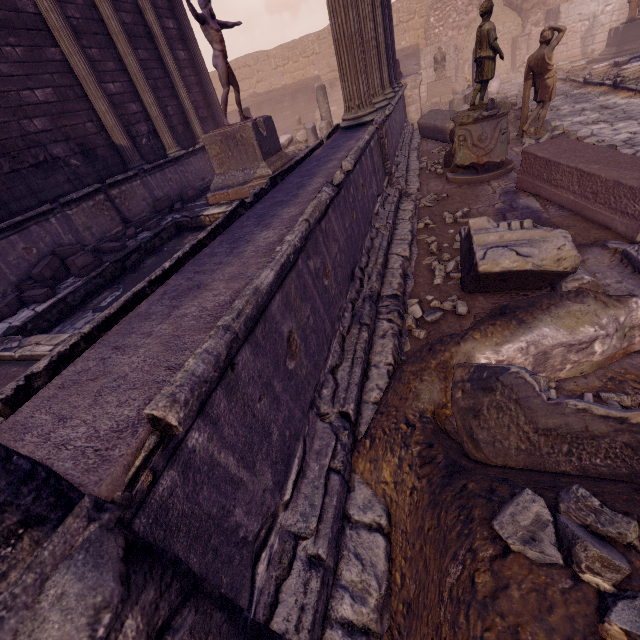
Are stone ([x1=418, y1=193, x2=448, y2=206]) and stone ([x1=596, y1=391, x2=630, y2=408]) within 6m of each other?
yes

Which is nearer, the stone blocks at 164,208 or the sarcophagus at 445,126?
the stone blocks at 164,208

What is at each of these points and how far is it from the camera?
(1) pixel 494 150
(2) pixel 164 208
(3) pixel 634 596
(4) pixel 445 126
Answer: (1) column base, 5.6m
(2) stone blocks, 8.4m
(3) stone, 0.9m
(4) sarcophagus, 8.6m

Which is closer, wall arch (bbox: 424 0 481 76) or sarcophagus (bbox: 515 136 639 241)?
sarcophagus (bbox: 515 136 639 241)

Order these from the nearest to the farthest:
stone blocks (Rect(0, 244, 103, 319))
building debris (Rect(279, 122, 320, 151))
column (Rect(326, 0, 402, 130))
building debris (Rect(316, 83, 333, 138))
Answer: column (Rect(326, 0, 402, 130)) < stone blocks (Rect(0, 244, 103, 319)) < building debris (Rect(316, 83, 333, 138)) < building debris (Rect(279, 122, 320, 151))

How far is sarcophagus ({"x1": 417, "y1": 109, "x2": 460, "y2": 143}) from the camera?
8.7m

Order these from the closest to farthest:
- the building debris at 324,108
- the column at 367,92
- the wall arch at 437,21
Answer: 1. the column at 367,92
2. the building debris at 324,108
3. the wall arch at 437,21

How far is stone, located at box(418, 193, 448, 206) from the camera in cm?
562
